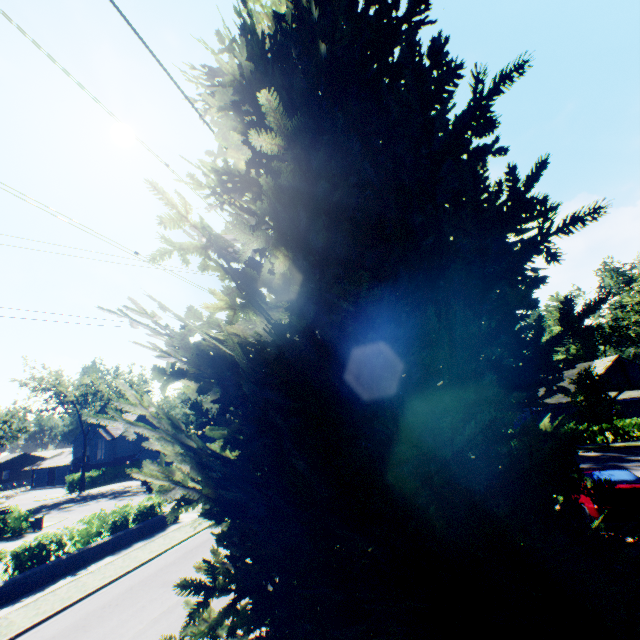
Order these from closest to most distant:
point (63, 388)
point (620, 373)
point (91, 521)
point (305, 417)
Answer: point (305, 417), point (91, 521), point (620, 373), point (63, 388)

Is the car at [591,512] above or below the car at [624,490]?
below

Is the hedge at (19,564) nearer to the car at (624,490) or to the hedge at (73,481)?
the car at (624,490)

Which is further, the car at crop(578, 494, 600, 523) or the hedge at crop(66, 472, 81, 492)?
the hedge at crop(66, 472, 81, 492)

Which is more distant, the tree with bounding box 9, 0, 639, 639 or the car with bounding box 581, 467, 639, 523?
the car with bounding box 581, 467, 639, 523

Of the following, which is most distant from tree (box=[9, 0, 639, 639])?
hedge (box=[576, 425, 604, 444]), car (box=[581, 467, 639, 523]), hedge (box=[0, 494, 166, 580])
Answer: hedge (box=[0, 494, 166, 580])

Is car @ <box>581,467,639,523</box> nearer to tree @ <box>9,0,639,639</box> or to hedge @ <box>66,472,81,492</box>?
tree @ <box>9,0,639,639</box>
